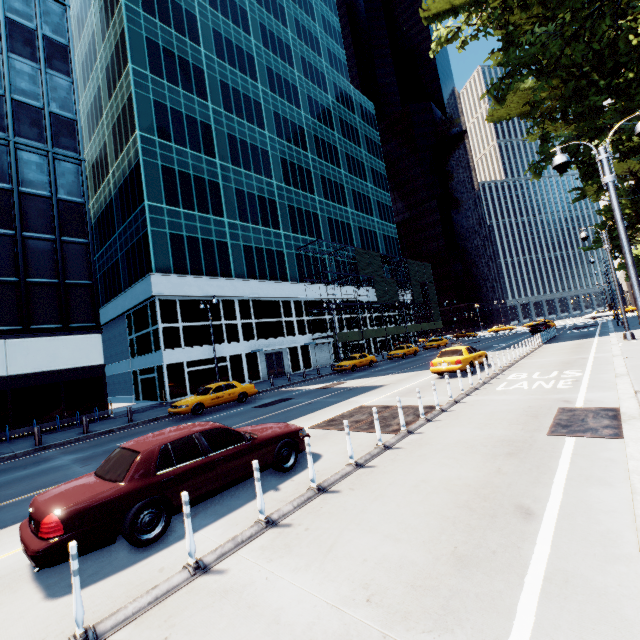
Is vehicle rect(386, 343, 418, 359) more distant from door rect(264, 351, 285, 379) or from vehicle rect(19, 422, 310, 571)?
vehicle rect(19, 422, 310, 571)

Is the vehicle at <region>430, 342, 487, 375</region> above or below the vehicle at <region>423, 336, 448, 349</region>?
below

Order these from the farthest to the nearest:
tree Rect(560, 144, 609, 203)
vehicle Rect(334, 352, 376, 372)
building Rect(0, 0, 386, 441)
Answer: vehicle Rect(334, 352, 376, 372) < building Rect(0, 0, 386, 441) < tree Rect(560, 144, 609, 203)

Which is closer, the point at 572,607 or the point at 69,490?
the point at 572,607

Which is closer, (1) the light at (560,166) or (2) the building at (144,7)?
(1) the light at (560,166)

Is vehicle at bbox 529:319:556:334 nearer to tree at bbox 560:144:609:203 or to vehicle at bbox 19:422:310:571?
tree at bbox 560:144:609:203

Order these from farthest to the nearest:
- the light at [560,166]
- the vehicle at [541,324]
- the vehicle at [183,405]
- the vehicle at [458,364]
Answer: the vehicle at [541,324], the vehicle at [183,405], the vehicle at [458,364], the light at [560,166]

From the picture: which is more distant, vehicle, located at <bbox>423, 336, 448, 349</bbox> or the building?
vehicle, located at <bbox>423, 336, 448, 349</bbox>
